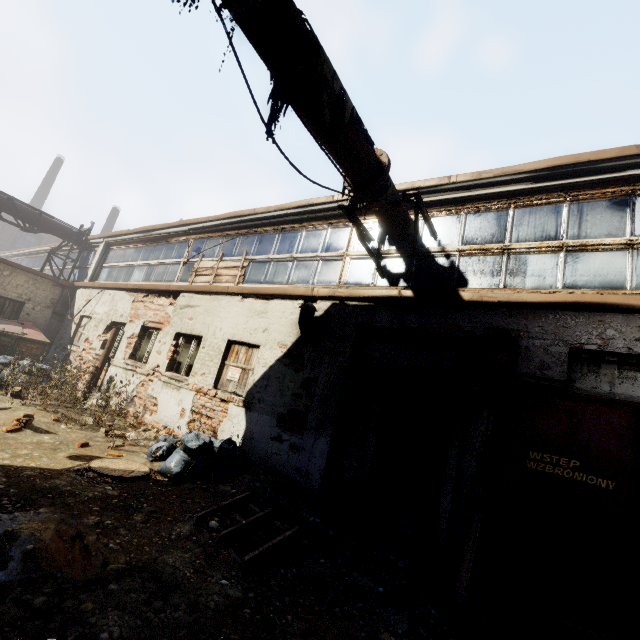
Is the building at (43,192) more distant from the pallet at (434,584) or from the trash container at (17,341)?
the pallet at (434,584)

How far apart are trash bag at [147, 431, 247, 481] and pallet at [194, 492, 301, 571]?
0.75m

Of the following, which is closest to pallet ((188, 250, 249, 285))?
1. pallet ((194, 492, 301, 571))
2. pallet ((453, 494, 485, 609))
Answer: pallet ((194, 492, 301, 571))

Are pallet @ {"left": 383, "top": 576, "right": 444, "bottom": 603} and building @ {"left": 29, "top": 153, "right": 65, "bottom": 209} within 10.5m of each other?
no

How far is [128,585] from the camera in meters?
2.7 m

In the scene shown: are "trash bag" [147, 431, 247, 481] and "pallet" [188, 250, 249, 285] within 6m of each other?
yes

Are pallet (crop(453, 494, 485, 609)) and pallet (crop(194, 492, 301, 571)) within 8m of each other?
yes

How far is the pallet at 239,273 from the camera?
8.6 meters
